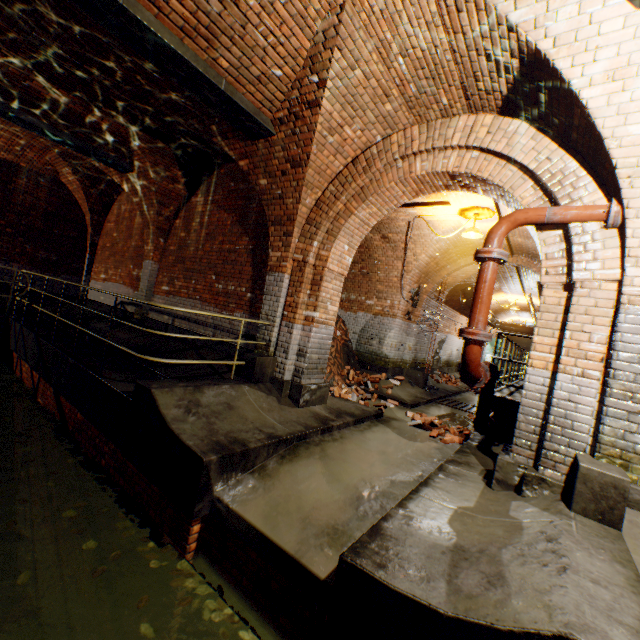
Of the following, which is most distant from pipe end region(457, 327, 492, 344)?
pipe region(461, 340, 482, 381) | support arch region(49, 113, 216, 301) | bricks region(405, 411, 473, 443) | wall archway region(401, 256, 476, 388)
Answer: support arch region(49, 113, 216, 301)

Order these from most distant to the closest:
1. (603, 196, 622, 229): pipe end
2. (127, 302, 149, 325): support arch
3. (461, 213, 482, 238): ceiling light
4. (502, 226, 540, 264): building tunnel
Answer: (127, 302, 149, 325): support arch
(502, 226, 540, 264): building tunnel
(461, 213, 482, 238): ceiling light
(603, 196, 622, 229): pipe end

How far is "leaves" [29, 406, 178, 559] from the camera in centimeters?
348cm

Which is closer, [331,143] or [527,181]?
[527,181]

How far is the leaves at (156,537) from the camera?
3.5m

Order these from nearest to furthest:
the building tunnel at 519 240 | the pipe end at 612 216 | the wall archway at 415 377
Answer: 1. the pipe end at 612 216
2. the building tunnel at 519 240
3. the wall archway at 415 377

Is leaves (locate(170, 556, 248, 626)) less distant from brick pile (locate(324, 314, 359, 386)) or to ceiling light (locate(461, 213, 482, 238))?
brick pile (locate(324, 314, 359, 386))

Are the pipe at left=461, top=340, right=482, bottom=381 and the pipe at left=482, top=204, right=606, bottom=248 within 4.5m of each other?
yes
